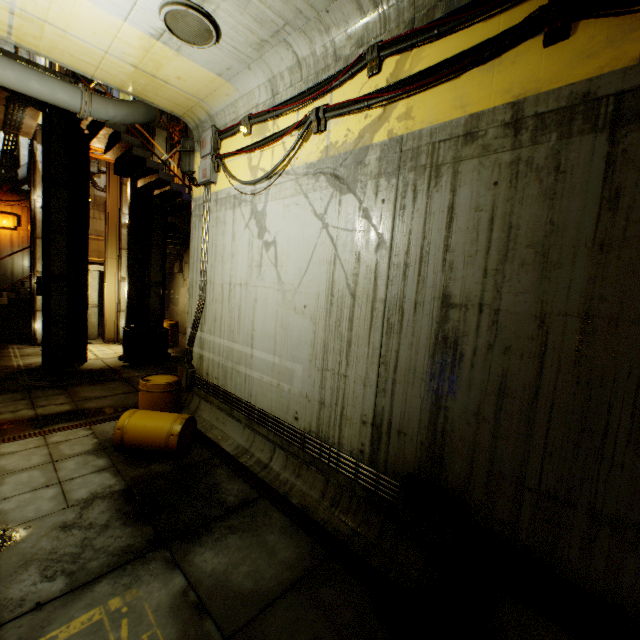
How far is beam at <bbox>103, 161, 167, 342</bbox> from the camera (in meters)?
12.35

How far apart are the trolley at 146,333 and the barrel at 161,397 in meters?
5.1

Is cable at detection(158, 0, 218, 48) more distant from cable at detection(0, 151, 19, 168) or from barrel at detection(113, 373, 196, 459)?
cable at detection(0, 151, 19, 168)

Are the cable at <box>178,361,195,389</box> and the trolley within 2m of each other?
no

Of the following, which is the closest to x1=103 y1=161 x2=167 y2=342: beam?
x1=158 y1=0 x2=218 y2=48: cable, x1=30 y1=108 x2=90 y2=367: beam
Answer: x1=30 y1=108 x2=90 y2=367: beam

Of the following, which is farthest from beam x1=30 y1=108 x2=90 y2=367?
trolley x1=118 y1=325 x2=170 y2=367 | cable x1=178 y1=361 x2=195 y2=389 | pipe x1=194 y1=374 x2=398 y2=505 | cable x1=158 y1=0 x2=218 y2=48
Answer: cable x1=158 y1=0 x2=218 y2=48

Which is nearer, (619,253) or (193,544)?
(619,253)

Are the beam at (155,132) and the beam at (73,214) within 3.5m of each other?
yes
